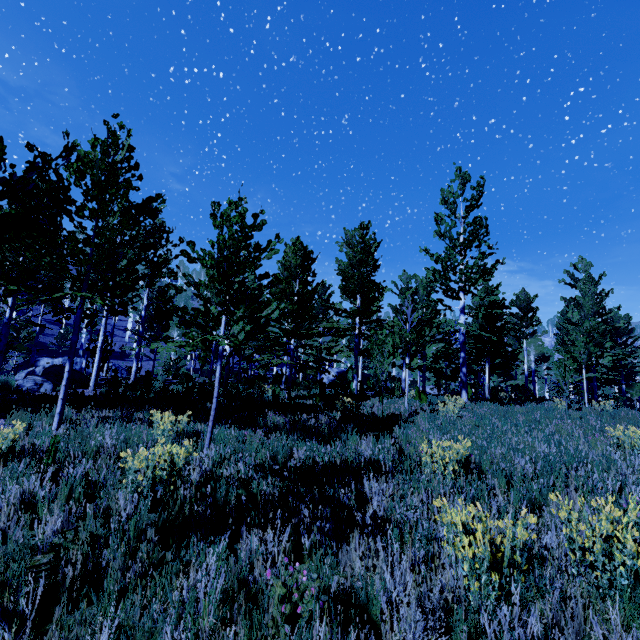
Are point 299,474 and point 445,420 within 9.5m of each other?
yes
